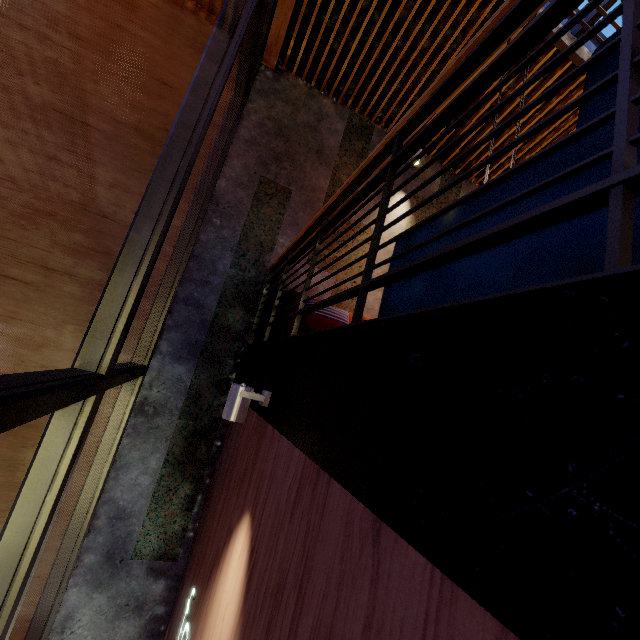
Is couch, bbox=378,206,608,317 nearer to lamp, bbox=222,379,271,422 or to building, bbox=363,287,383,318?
building, bbox=363,287,383,318

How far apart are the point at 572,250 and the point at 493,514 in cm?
66

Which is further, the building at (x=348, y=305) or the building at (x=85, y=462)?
the building at (x=348, y=305)

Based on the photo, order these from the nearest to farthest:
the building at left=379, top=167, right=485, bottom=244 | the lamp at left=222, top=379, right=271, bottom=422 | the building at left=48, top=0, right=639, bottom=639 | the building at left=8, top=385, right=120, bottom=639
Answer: the building at left=48, top=0, right=639, bottom=639, the lamp at left=222, top=379, right=271, bottom=422, the building at left=8, top=385, right=120, bottom=639, the building at left=379, top=167, right=485, bottom=244

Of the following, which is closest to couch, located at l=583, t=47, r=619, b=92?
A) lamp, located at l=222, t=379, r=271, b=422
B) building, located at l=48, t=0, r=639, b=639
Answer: building, located at l=48, t=0, r=639, b=639

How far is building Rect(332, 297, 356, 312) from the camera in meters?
4.8

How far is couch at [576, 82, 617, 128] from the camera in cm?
84

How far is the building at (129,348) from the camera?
3.8m
